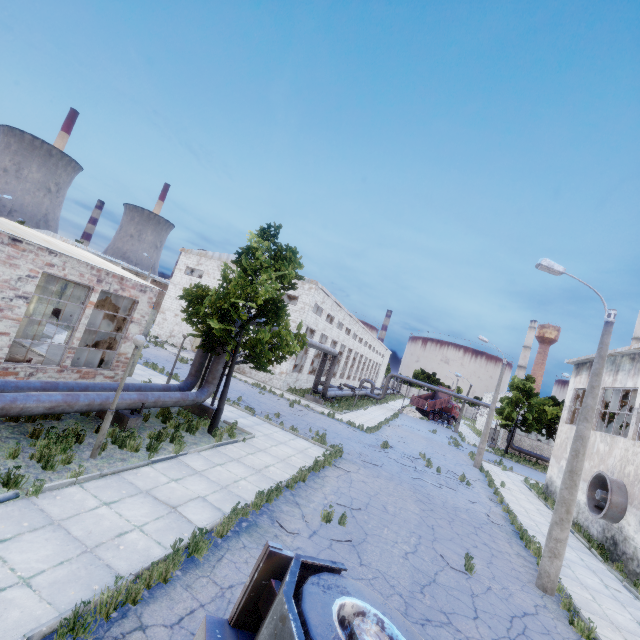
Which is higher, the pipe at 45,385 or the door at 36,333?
the pipe at 45,385

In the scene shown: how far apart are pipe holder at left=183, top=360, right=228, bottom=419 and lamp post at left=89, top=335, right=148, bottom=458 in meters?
6.2

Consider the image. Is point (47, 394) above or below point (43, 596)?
above

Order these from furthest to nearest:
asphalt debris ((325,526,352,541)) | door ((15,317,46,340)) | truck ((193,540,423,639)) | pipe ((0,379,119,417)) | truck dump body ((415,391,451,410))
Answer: truck dump body ((415,391,451,410)) → door ((15,317,46,340)) → asphalt debris ((325,526,352,541)) → pipe ((0,379,119,417)) → truck ((193,540,423,639))

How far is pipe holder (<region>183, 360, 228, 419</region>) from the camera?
14.86m

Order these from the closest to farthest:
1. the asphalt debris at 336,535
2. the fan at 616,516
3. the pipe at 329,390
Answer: the asphalt debris at 336,535, the fan at 616,516, the pipe at 329,390

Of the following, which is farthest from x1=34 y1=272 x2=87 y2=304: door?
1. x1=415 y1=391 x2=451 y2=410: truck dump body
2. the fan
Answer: x1=415 y1=391 x2=451 y2=410: truck dump body

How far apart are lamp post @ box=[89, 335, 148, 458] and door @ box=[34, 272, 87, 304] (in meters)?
13.85
